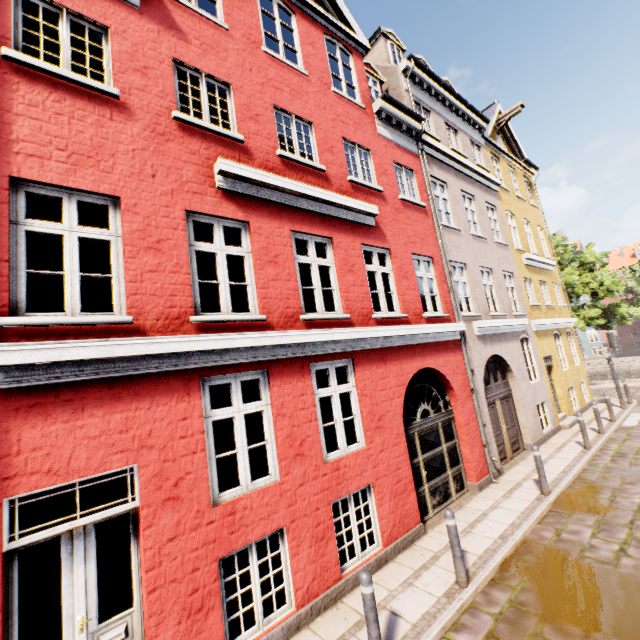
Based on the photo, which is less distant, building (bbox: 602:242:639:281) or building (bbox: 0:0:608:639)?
building (bbox: 0:0:608:639)

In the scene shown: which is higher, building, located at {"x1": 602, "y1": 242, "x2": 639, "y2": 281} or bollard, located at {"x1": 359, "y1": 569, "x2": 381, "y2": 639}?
building, located at {"x1": 602, "y1": 242, "x2": 639, "y2": 281}

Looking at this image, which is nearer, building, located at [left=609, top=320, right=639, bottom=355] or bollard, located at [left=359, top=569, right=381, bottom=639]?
bollard, located at [left=359, top=569, right=381, bottom=639]

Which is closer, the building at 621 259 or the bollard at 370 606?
the bollard at 370 606

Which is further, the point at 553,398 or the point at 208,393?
the point at 553,398
